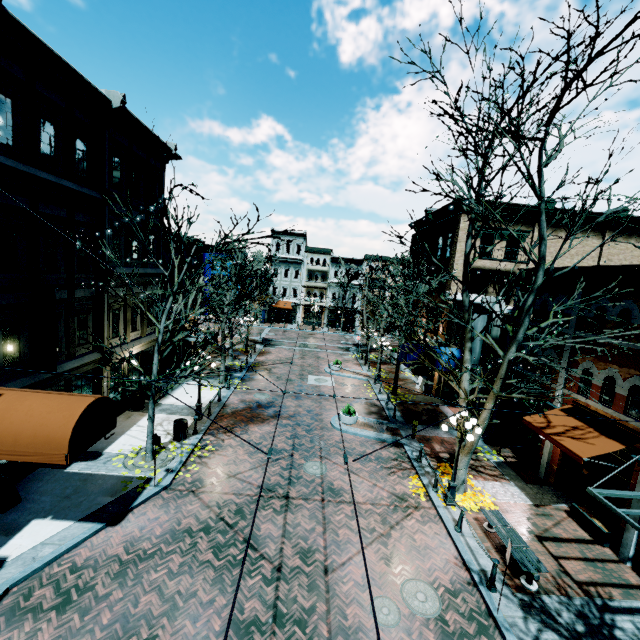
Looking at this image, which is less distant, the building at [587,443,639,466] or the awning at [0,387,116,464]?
the awning at [0,387,116,464]

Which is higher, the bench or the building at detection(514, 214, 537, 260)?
the building at detection(514, 214, 537, 260)

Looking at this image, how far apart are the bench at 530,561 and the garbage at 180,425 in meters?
12.2 m

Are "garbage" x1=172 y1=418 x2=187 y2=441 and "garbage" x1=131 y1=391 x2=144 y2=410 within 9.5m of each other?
yes

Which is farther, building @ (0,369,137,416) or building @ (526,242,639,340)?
building @ (526,242,639,340)

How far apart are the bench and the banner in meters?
15.0

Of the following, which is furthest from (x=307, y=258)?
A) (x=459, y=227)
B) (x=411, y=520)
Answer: (x=411, y=520)

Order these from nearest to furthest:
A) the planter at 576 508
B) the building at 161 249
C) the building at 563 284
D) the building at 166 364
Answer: the planter at 576 508, the building at 563 284, the building at 161 249, the building at 166 364
